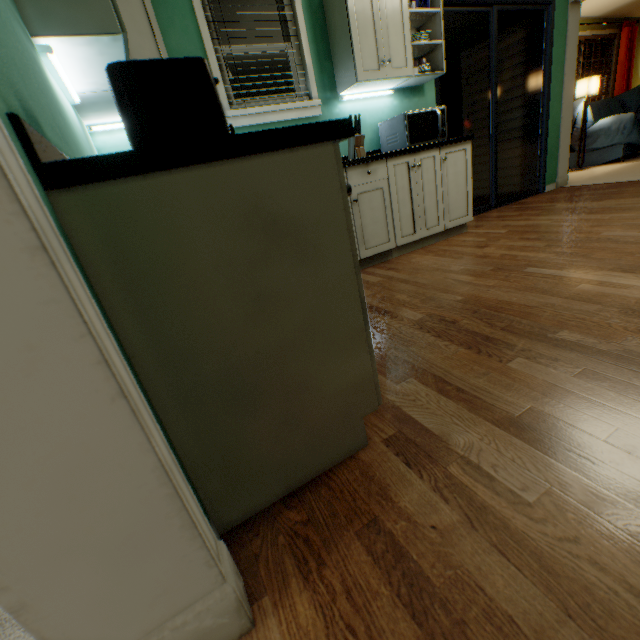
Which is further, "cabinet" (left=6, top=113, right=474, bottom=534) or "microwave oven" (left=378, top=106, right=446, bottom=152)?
"microwave oven" (left=378, top=106, right=446, bottom=152)

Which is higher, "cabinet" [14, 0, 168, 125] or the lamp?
"cabinet" [14, 0, 168, 125]

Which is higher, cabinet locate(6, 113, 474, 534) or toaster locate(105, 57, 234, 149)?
toaster locate(105, 57, 234, 149)

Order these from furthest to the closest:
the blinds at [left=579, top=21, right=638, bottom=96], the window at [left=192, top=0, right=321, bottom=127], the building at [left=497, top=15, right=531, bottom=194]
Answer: the blinds at [left=579, top=21, right=638, bottom=96]
the building at [left=497, top=15, right=531, bottom=194]
the window at [left=192, top=0, right=321, bottom=127]

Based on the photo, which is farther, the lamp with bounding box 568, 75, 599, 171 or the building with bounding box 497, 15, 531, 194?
the lamp with bounding box 568, 75, 599, 171

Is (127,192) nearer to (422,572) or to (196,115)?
(196,115)

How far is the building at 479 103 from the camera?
4.4 meters

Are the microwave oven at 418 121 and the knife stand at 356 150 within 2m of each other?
yes
